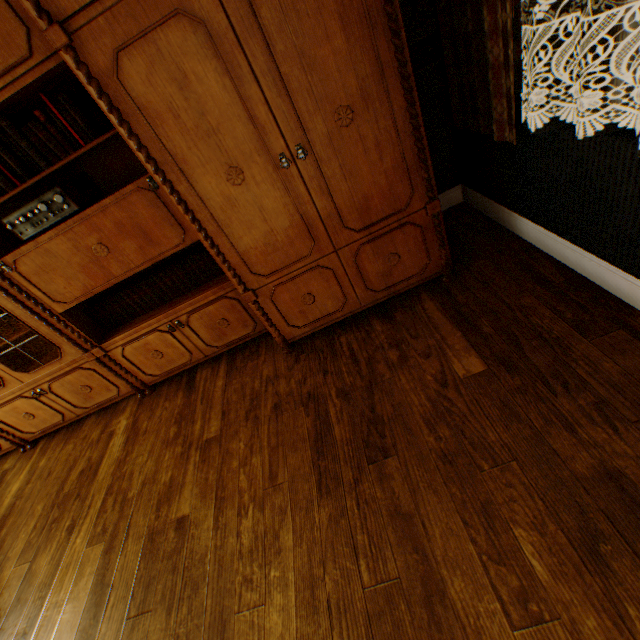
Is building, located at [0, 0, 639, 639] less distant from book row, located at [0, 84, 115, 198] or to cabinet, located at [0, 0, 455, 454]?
cabinet, located at [0, 0, 455, 454]

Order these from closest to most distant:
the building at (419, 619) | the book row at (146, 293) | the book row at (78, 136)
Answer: the building at (419, 619) → the book row at (78, 136) → the book row at (146, 293)

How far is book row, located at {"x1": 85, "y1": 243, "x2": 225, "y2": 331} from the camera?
2.41m

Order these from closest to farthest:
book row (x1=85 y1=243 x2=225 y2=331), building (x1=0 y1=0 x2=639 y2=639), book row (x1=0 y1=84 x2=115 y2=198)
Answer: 1. building (x1=0 y1=0 x2=639 y2=639)
2. book row (x1=0 y1=84 x2=115 y2=198)
3. book row (x1=85 y1=243 x2=225 y2=331)

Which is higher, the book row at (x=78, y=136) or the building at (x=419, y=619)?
the book row at (x=78, y=136)

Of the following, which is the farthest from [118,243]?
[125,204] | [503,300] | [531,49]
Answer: [531,49]

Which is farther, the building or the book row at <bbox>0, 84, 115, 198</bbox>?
the book row at <bbox>0, 84, 115, 198</bbox>

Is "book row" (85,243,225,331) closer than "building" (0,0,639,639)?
No
